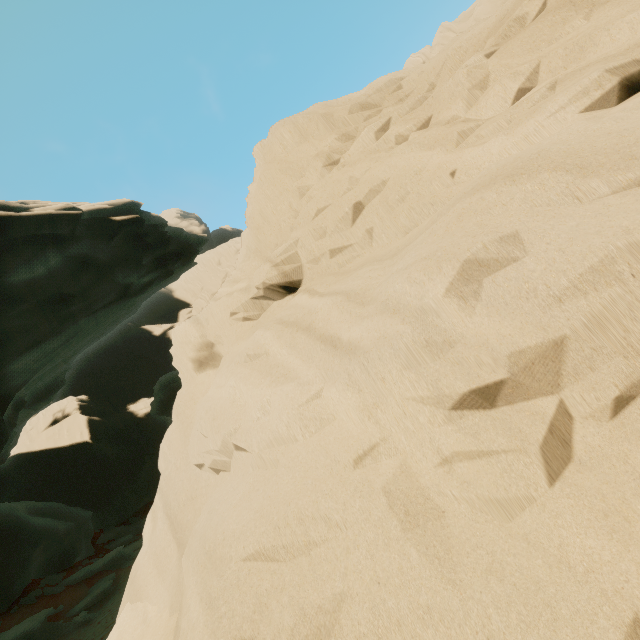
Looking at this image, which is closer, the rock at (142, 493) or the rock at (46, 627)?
the rock at (142, 493)

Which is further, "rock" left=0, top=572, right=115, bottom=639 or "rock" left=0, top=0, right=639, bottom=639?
"rock" left=0, top=572, right=115, bottom=639

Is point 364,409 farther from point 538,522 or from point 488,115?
point 488,115
